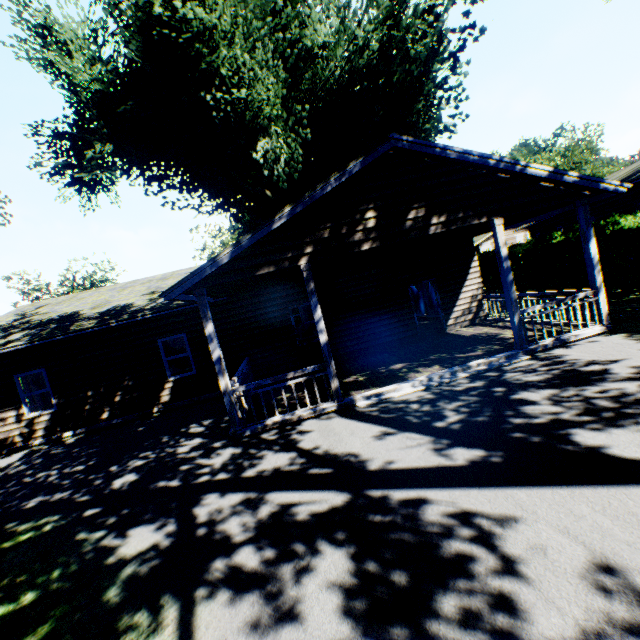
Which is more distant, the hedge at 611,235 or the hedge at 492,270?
the hedge at 492,270

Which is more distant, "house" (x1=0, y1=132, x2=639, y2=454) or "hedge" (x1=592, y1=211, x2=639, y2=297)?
"hedge" (x1=592, y1=211, x2=639, y2=297)

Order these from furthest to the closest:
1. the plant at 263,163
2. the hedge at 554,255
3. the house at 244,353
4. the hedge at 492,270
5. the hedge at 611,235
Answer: the hedge at 492,270 < the plant at 263,163 < the hedge at 554,255 < the hedge at 611,235 < the house at 244,353

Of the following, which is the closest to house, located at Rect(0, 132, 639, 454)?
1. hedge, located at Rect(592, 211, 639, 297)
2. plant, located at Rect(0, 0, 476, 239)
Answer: plant, located at Rect(0, 0, 476, 239)

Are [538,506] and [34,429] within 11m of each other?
no

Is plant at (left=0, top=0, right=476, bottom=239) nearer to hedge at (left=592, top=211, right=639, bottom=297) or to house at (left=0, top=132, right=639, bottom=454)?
house at (left=0, top=132, right=639, bottom=454)

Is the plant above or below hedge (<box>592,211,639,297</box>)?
above
